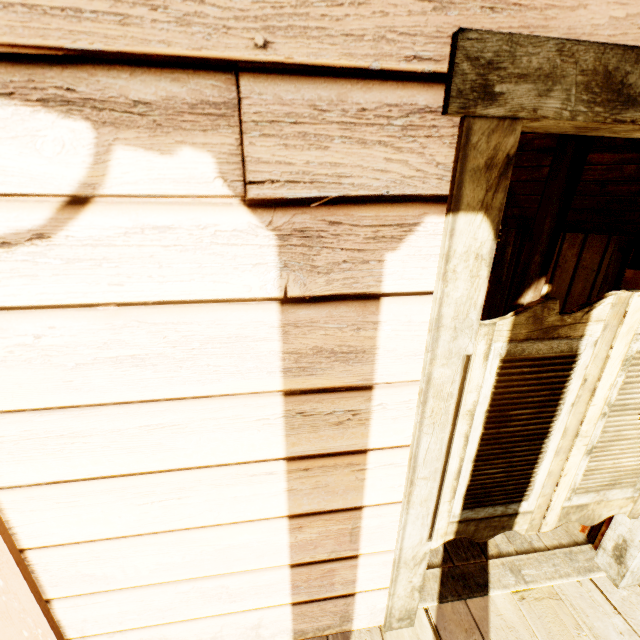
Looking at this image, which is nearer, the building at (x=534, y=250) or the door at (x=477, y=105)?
the door at (x=477, y=105)

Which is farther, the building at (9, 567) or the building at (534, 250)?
the building at (534, 250)

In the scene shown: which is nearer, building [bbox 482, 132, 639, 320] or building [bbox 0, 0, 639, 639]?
building [bbox 0, 0, 639, 639]

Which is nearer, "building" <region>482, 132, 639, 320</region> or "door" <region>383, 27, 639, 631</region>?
"door" <region>383, 27, 639, 631</region>

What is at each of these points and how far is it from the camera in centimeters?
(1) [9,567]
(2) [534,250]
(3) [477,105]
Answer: (1) building, 104cm
(2) building, 256cm
(3) door, 71cm
